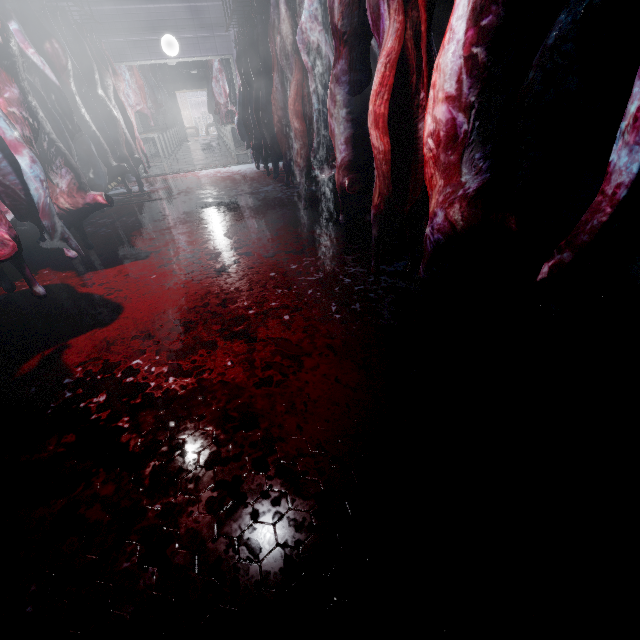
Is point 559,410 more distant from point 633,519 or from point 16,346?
point 16,346

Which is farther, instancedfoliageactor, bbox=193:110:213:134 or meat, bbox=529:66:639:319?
instancedfoliageactor, bbox=193:110:213:134

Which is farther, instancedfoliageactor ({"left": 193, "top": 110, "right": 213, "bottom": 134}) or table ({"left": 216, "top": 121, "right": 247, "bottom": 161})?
instancedfoliageactor ({"left": 193, "top": 110, "right": 213, "bottom": 134})

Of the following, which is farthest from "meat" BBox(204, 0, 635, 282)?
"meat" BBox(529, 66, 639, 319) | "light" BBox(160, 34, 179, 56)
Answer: "light" BBox(160, 34, 179, 56)

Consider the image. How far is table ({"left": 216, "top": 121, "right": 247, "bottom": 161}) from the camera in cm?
764

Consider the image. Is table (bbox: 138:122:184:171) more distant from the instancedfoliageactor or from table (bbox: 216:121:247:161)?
the instancedfoliageactor

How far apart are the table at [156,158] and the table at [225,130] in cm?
158

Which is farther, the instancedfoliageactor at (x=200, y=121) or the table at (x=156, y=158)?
the instancedfoliageactor at (x=200, y=121)
